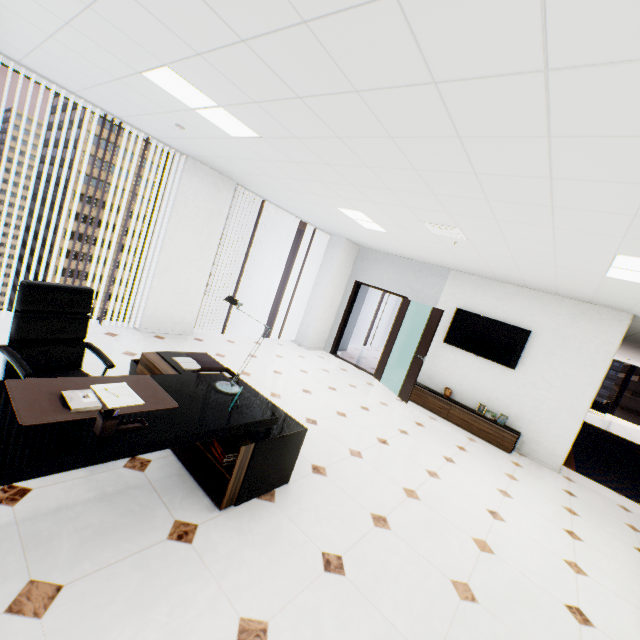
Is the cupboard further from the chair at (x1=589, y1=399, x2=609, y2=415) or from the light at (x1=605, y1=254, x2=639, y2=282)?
the chair at (x1=589, y1=399, x2=609, y2=415)

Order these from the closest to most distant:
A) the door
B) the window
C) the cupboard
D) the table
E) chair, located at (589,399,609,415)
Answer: the table < the window < the cupboard < the door < chair, located at (589,399,609,415)

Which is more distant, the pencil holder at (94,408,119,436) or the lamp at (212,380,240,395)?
the lamp at (212,380,240,395)

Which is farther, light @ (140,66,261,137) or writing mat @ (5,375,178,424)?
light @ (140,66,261,137)

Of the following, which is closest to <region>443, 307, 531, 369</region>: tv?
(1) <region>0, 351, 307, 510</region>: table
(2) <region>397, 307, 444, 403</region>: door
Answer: (2) <region>397, 307, 444, 403</region>: door

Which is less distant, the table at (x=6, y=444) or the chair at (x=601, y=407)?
the table at (x=6, y=444)

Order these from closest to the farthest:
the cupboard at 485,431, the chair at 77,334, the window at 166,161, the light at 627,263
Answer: the chair at 77,334, the light at 627,263, the window at 166,161, the cupboard at 485,431

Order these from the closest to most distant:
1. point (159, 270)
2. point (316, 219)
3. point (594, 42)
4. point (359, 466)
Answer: point (594, 42)
point (359, 466)
point (159, 270)
point (316, 219)
